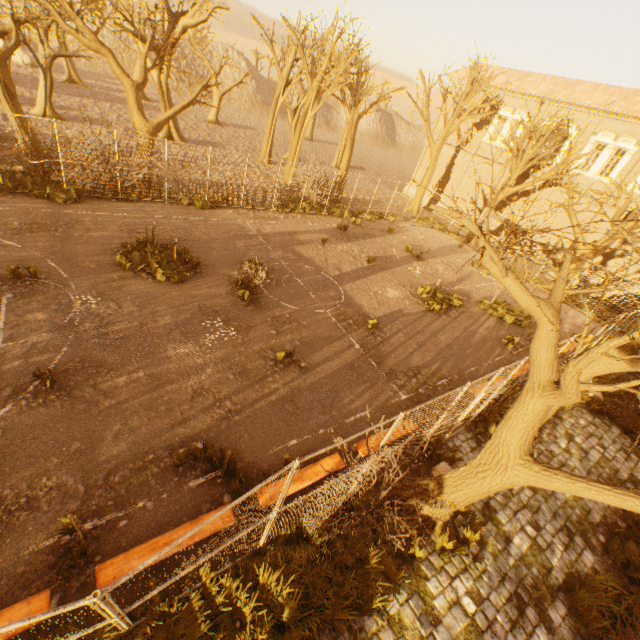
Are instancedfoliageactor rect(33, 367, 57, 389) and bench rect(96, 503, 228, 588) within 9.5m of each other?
yes

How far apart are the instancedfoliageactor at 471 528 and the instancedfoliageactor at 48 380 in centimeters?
913cm

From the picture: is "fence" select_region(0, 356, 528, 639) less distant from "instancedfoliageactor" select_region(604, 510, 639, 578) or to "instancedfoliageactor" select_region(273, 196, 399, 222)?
"instancedfoliageactor" select_region(273, 196, 399, 222)

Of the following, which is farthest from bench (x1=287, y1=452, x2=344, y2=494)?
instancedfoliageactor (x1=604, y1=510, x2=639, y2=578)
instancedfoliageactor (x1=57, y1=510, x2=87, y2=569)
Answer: instancedfoliageactor (x1=604, y1=510, x2=639, y2=578)

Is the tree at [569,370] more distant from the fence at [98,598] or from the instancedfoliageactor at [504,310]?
the instancedfoliageactor at [504,310]

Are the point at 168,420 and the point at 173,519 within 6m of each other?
yes

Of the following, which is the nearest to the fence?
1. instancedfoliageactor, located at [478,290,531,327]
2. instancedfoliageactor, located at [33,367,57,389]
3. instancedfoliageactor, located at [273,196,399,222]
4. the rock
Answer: instancedfoliageactor, located at [273,196,399,222]

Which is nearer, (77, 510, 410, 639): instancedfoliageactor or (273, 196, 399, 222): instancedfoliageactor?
(77, 510, 410, 639): instancedfoliageactor
